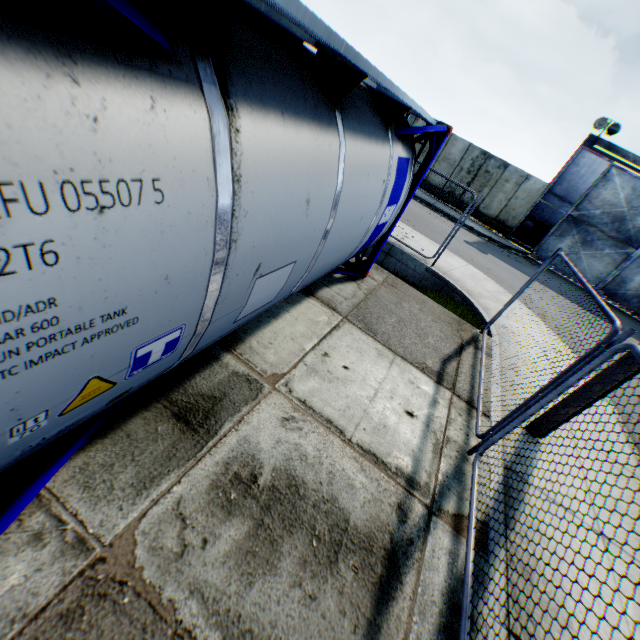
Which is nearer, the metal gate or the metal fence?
the metal fence

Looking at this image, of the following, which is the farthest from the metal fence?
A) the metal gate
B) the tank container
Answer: the metal gate

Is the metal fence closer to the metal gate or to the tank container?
the tank container

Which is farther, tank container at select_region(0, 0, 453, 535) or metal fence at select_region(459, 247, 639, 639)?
metal fence at select_region(459, 247, 639, 639)

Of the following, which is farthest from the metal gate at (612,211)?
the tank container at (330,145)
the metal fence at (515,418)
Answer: the tank container at (330,145)

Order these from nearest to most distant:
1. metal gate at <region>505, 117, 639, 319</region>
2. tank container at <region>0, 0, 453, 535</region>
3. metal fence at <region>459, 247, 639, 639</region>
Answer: tank container at <region>0, 0, 453, 535</region> < metal fence at <region>459, 247, 639, 639</region> < metal gate at <region>505, 117, 639, 319</region>

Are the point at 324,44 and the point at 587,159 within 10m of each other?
no

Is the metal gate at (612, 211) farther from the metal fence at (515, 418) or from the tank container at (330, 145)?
the tank container at (330, 145)
